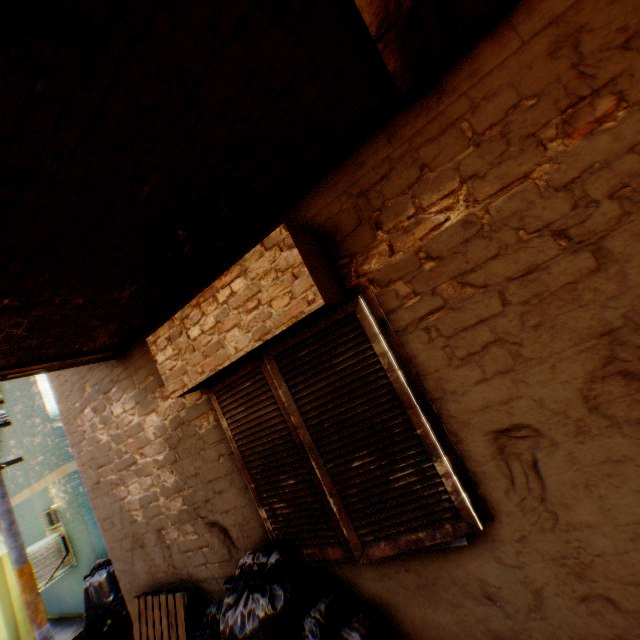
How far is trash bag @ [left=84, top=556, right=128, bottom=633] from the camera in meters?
6.2

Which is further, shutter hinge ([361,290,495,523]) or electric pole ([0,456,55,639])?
electric pole ([0,456,55,639])

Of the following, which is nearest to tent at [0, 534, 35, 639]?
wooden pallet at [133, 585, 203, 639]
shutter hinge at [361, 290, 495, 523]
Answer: wooden pallet at [133, 585, 203, 639]

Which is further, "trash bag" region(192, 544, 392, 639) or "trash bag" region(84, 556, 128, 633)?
"trash bag" region(84, 556, 128, 633)

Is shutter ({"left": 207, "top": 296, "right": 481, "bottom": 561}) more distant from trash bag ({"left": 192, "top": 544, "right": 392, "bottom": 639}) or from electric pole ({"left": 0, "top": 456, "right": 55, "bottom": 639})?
electric pole ({"left": 0, "top": 456, "right": 55, "bottom": 639})

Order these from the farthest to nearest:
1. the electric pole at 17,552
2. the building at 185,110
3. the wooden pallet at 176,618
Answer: the electric pole at 17,552, the wooden pallet at 176,618, the building at 185,110

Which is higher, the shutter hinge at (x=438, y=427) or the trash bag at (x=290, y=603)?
the shutter hinge at (x=438, y=427)

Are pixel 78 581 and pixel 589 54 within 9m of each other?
no
